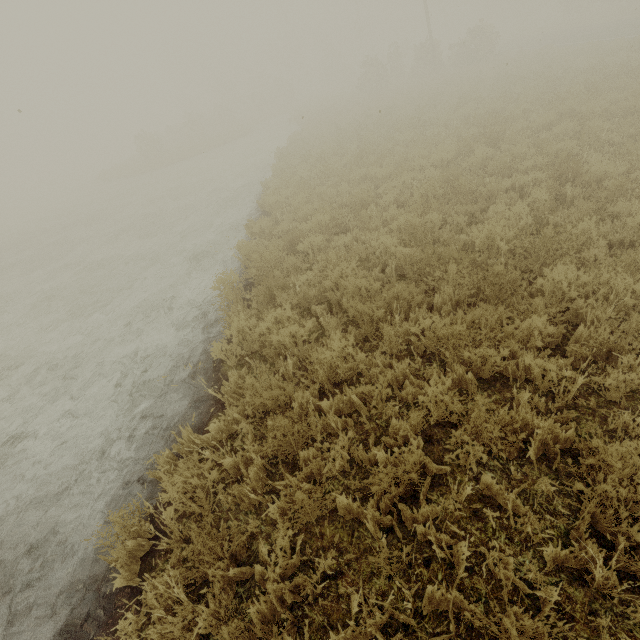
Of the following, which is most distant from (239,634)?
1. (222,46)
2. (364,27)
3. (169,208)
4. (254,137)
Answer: (222,46)
